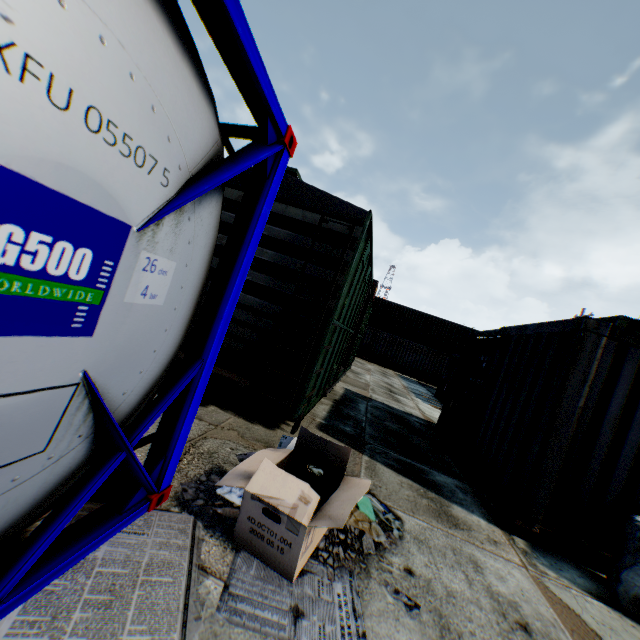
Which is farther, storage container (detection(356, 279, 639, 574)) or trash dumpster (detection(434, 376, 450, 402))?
trash dumpster (detection(434, 376, 450, 402))

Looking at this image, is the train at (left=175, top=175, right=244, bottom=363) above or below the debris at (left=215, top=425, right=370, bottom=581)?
above

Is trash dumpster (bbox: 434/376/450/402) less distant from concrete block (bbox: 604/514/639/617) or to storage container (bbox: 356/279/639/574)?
storage container (bbox: 356/279/639/574)

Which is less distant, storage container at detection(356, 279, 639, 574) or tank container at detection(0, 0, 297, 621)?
tank container at detection(0, 0, 297, 621)

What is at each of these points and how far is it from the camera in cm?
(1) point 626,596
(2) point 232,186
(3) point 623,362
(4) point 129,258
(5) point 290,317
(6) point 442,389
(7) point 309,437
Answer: (1) concrete block, 335
(2) train, 512
(3) storage container, 414
(4) tank container, 140
(5) train, 473
(6) trash dumpster, 1766
(7) debris, 288

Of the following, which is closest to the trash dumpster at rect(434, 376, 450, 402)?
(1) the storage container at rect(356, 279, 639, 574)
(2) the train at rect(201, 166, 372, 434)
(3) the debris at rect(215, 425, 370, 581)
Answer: (2) the train at rect(201, 166, 372, 434)

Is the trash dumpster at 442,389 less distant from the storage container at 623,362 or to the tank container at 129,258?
the storage container at 623,362

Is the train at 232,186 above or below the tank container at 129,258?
above
